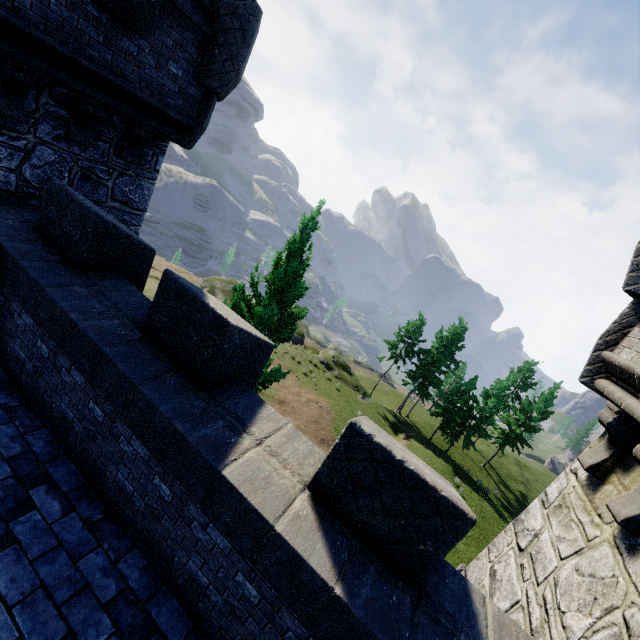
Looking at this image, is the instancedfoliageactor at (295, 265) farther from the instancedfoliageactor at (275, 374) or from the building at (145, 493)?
the building at (145, 493)

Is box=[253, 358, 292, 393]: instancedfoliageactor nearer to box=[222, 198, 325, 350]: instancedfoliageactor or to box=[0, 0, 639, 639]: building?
box=[222, 198, 325, 350]: instancedfoliageactor

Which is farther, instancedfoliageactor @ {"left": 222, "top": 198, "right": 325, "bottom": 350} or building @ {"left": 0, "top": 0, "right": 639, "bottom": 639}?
instancedfoliageactor @ {"left": 222, "top": 198, "right": 325, "bottom": 350}

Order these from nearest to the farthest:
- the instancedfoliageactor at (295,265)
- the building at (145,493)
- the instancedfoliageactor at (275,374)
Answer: the building at (145,493), the instancedfoliageactor at (295,265), the instancedfoliageactor at (275,374)

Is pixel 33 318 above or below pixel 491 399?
above

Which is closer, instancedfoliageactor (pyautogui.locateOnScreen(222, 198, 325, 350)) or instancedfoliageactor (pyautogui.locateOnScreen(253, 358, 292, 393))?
instancedfoliageactor (pyautogui.locateOnScreen(222, 198, 325, 350))
